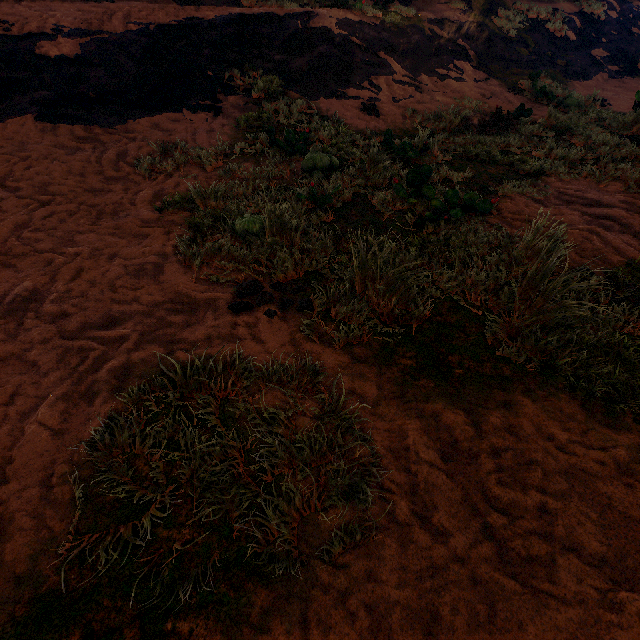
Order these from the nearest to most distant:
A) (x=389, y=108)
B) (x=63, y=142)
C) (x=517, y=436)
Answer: (x=517, y=436), (x=63, y=142), (x=389, y=108)
